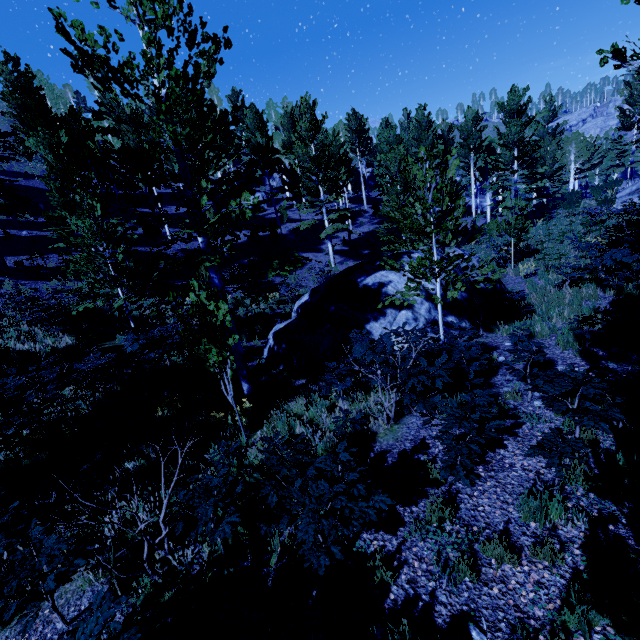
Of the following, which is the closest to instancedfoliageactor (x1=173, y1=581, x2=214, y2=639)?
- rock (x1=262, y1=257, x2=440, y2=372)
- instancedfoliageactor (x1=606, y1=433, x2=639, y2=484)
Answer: instancedfoliageactor (x1=606, y1=433, x2=639, y2=484)

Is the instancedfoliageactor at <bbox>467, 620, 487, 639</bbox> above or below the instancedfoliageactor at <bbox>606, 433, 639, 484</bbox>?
below

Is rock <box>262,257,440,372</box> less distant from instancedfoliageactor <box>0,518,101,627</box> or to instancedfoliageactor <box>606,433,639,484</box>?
instancedfoliageactor <box>0,518,101,627</box>

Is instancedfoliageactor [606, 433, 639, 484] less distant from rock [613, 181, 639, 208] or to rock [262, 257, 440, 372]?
rock [262, 257, 440, 372]

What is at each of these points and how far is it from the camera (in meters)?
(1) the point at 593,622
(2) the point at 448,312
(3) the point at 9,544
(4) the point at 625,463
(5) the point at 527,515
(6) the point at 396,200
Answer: (1) instancedfoliageactor, 2.76
(2) rock, 10.69
(3) instancedfoliageactor, 4.11
(4) instancedfoliageactor, 3.89
(5) instancedfoliageactor, 3.80
(6) instancedfoliageactor, 21.70

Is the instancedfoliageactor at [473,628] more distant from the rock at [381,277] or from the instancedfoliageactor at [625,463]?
the rock at [381,277]

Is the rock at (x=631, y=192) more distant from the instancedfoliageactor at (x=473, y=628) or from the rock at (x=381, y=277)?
the rock at (x=381, y=277)

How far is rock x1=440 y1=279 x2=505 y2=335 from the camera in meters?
10.6
